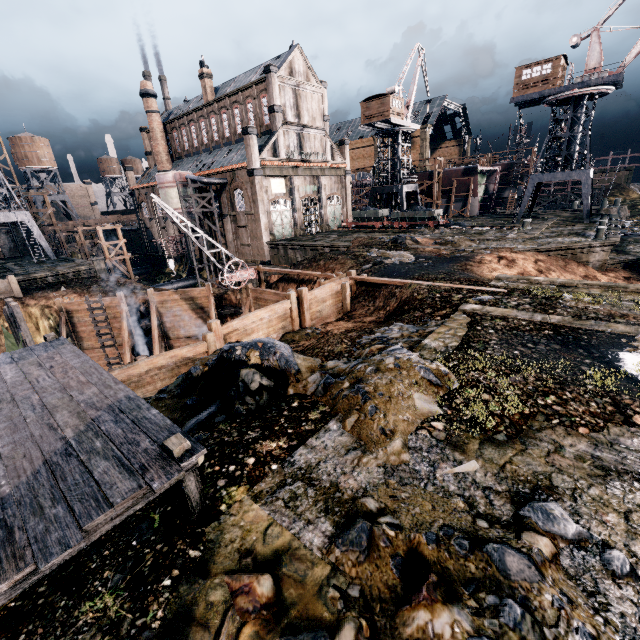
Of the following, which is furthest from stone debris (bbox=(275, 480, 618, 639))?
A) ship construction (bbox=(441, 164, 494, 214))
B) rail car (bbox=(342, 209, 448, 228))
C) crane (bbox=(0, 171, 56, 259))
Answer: ship construction (bbox=(441, 164, 494, 214))

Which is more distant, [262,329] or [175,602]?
[262,329]

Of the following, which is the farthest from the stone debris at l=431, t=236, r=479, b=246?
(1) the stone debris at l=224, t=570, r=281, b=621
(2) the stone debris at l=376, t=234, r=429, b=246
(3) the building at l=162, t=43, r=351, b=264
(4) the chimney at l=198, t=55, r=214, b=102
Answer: (4) the chimney at l=198, t=55, r=214, b=102

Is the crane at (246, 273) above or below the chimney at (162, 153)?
below

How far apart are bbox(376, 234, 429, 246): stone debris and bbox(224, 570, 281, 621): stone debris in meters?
28.6 m

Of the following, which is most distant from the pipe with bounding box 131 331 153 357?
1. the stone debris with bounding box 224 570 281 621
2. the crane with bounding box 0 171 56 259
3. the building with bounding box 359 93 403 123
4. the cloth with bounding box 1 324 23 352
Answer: the building with bounding box 359 93 403 123

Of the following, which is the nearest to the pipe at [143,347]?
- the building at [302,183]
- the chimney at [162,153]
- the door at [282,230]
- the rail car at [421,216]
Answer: the building at [302,183]

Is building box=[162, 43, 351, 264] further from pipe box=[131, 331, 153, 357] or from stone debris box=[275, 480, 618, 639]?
stone debris box=[275, 480, 618, 639]
